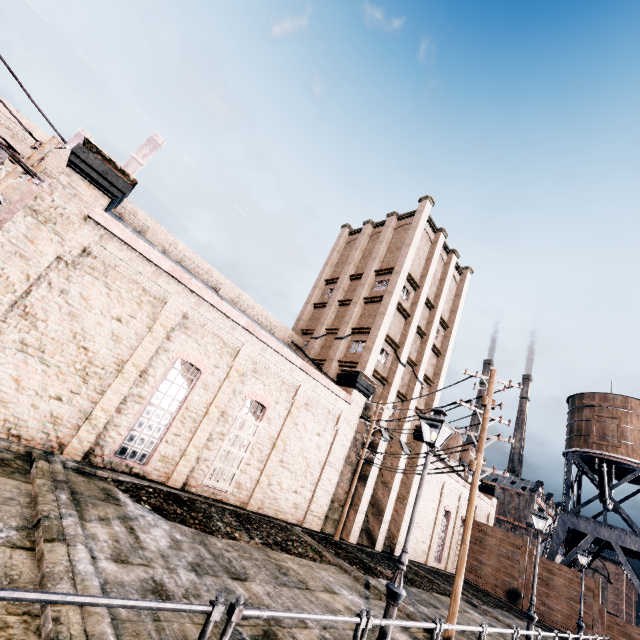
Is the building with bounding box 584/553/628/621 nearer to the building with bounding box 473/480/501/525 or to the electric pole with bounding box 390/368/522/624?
the building with bounding box 473/480/501/525

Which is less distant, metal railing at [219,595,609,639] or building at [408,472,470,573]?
metal railing at [219,595,609,639]

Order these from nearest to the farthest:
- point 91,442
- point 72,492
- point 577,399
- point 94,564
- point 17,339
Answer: point 94,564 → point 72,492 → point 17,339 → point 91,442 → point 577,399

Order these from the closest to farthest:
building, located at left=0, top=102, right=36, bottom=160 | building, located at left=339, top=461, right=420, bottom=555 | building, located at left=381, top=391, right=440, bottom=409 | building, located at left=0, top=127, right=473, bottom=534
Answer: building, located at left=0, top=127, right=473, bottom=534 → building, located at left=0, top=102, right=36, bottom=160 → building, located at left=339, top=461, right=420, bottom=555 → building, located at left=381, top=391, right=440, bottom=409

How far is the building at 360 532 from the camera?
21.9 meters

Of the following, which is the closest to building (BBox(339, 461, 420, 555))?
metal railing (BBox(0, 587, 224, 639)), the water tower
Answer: the water tower

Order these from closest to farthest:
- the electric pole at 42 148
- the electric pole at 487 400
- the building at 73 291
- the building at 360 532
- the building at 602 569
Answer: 1. the electric pole at 42 148
2. the electric pole at 487 400
3. the building at 73 291
4. the building at 360 532
5. the building at 602 569
